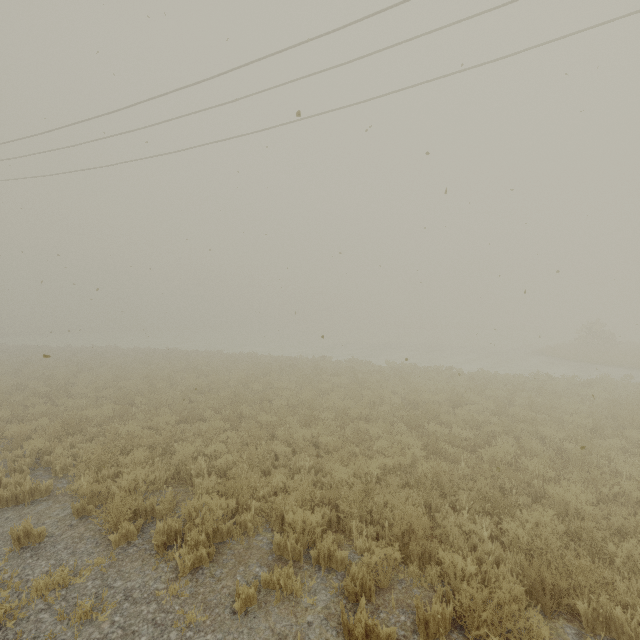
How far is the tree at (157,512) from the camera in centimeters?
531cm

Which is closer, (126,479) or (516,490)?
(126,479)

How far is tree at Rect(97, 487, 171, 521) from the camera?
5.31m
